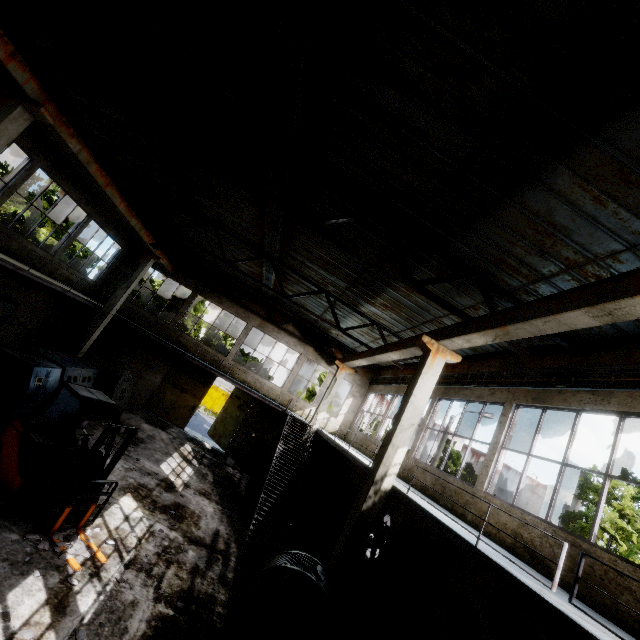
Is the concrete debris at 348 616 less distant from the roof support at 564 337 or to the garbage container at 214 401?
the roof support at 564 337

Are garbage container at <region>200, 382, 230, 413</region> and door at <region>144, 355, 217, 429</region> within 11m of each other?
no

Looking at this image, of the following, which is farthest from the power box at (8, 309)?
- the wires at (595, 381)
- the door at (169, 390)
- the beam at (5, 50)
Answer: the wires at (595, 381)

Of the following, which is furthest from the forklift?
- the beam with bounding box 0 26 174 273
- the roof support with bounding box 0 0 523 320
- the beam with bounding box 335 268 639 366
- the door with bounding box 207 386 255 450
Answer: the door with bounding box 207 386 255 450

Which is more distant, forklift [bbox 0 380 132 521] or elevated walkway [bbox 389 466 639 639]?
forklift [bbox 0 380 132 521]

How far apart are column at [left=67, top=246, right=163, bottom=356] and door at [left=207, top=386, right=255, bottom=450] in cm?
886

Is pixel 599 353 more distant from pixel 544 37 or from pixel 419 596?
pixel 419 596

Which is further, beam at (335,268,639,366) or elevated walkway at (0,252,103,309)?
elevated walkway at (0,252,103,309)
